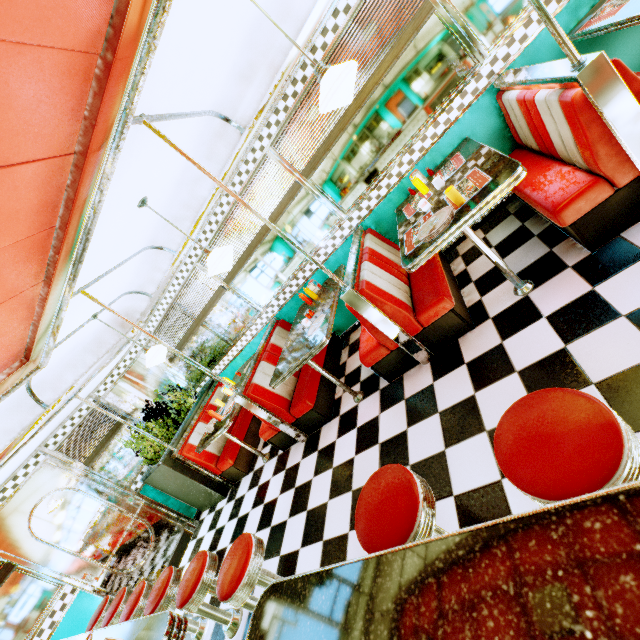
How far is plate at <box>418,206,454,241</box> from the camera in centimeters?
233cm

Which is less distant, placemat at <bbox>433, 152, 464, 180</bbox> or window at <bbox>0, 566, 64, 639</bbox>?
placemat at <bbox>433, 152, 464, 180</bbox>

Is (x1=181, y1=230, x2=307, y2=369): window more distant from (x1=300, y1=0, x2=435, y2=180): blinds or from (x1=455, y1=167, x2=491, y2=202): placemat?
(x1=455, y1=167, x2=491, y2=202): placemat

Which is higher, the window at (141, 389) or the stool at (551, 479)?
the window at (141, 389)

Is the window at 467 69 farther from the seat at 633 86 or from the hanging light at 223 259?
the hanging light at 223 259

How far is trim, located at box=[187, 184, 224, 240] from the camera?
4.0 meters

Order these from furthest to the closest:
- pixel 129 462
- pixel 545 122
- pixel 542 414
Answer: pixel 129 462, pixel 545 122, pixel 542 414

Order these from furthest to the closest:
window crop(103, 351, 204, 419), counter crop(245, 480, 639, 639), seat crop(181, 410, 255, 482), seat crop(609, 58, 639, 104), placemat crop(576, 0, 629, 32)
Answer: window crop(103, 351, 204, 419), seat crop(181, 410, 255, 482), placemat crop(576, 0, 629, 32), seat crop(609, 58, 639, 104), counter crop(245, 480, 639, 639)
